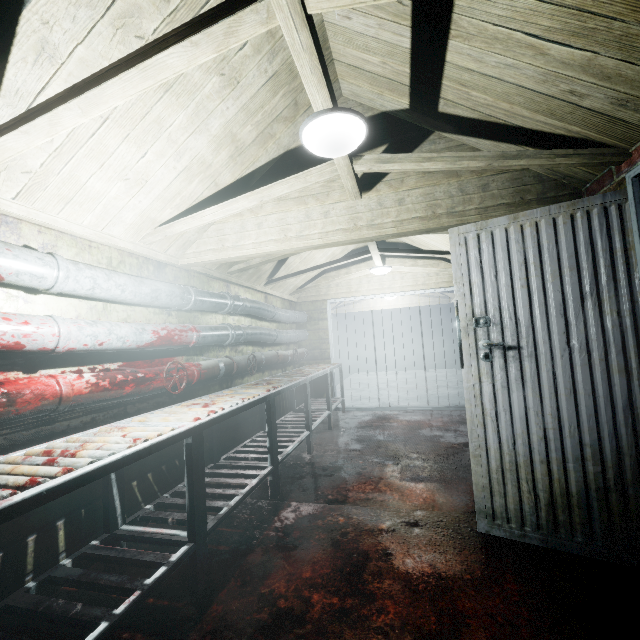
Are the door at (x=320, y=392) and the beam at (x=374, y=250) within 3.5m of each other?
yes

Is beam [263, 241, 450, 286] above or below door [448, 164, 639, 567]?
above

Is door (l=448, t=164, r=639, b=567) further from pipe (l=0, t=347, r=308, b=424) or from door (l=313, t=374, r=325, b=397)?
door (l=313, t=374, r=325, b=397)

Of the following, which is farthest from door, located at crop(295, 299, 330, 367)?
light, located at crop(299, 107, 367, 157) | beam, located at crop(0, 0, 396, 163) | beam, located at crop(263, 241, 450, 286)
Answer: light, located at crop(299, 107, 367, 157)

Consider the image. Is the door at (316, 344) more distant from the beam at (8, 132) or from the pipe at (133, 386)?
the beam at (8, 132)

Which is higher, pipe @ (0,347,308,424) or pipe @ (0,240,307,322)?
pipe @ (0,240,307,322)

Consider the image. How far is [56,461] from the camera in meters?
1.2 m

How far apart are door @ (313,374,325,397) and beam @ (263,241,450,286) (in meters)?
1.24
